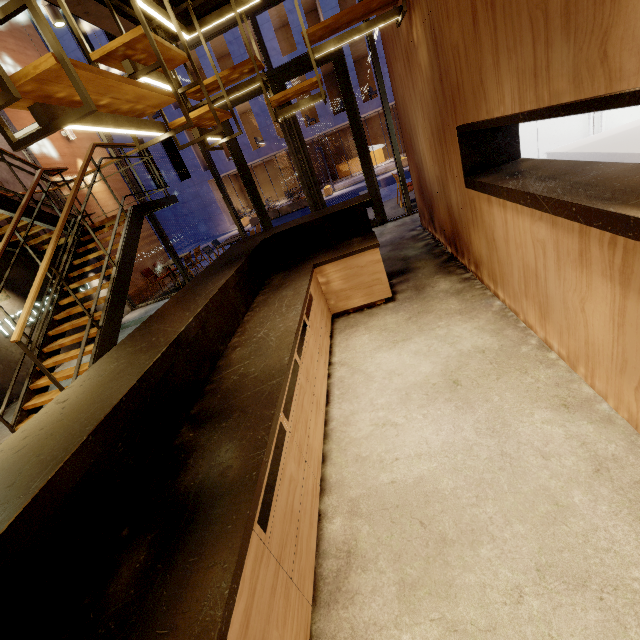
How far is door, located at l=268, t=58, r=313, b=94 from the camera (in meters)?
6.33

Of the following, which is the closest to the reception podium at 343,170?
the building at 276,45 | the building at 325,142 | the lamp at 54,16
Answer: the building at 325,142

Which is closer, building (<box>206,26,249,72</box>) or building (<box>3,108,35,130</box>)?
building (<box>3,108,35,130</box>)

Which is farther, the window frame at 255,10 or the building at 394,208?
the building at 394,208

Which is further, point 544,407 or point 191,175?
point 191,175

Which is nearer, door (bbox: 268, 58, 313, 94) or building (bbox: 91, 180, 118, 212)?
door (bbox: 268, 58, 313, 94)

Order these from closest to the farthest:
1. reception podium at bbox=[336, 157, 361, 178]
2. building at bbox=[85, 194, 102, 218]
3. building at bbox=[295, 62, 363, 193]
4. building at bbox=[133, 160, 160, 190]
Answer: building at bbox=[85, 194, 102, 218] → building at bbox=[295, 62, 363, 193] → building at bbox=[133, 160, 160, 190] → reception podium at bbox=[336, 157, 361, 178]

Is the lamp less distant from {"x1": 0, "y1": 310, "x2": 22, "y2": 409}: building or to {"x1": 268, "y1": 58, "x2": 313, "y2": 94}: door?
{"x1": 0, "y1": 310, "x2": 22, "y2": 409}: building
